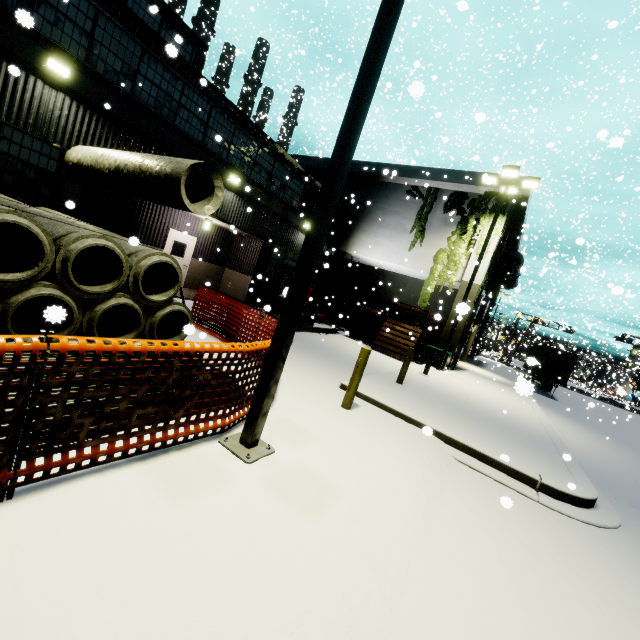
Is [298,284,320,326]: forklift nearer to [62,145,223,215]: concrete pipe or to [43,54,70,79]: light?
[62,145,223,215]: concrete pipe

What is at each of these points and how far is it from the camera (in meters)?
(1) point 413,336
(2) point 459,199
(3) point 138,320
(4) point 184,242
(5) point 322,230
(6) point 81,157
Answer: (1) pallet, 16.72
(2) tree, 18.52
(3) concrete pipe stack, 6.09
(4) door, 14.87
(5) light, 3.65
(6) concrete pipe, 8.38

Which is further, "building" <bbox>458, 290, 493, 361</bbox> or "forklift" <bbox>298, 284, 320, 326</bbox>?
"building" <bbox>458, 290, 493, 361</bbox>

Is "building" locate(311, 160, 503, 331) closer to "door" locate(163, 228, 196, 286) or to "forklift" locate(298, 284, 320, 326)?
"door" locate(163, 228, 196, 286)

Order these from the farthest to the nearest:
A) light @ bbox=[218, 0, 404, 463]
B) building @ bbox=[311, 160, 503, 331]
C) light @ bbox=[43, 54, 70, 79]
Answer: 1. building @ bbox=[311, 160, 503, 331]
2. light @ bbox=[43, 54, 70, 79]
3. light @ bbox=[218, 0, 404, 463]

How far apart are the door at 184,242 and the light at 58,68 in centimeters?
606cm

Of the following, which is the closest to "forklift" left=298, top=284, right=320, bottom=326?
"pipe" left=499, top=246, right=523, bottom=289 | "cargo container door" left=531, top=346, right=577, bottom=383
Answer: "pipe" left=499, top=246, right=523, bottom=289

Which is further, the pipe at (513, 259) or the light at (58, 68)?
the pipe at (513, 259)
